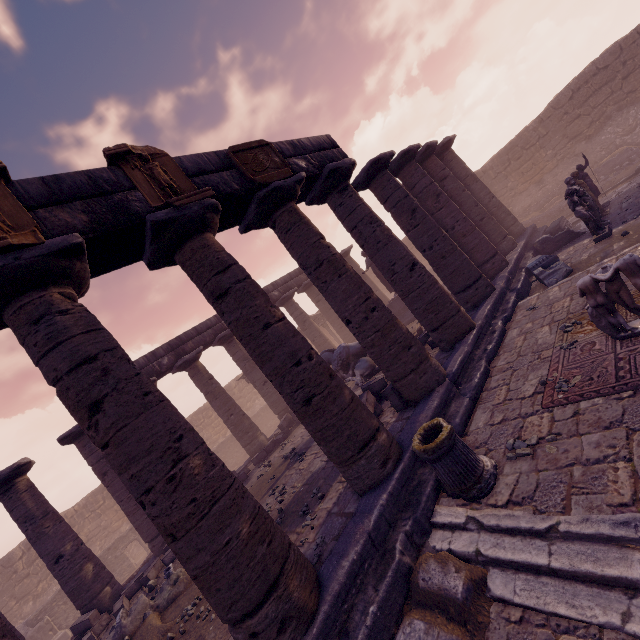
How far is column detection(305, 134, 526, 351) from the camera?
8.10m

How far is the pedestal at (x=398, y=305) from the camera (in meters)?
15.49

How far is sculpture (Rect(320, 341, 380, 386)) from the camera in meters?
11.6 m

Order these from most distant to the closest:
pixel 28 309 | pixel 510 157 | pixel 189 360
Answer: pixel 510 157 → pixel 189 360 → pixel 28 309

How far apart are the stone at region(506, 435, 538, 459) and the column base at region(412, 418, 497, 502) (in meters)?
0.17

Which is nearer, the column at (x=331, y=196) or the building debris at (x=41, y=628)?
the column at (x=331, y=196)

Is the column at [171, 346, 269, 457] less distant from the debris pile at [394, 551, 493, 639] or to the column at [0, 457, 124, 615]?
the column at [0, 457, 124, 615]

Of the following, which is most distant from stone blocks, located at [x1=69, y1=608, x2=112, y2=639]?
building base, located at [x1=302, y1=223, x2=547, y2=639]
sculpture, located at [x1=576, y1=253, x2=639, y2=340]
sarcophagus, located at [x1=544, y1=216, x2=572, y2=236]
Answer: sarcophagus, located at [x1=544, y1=216, x2=572, y2=236]
